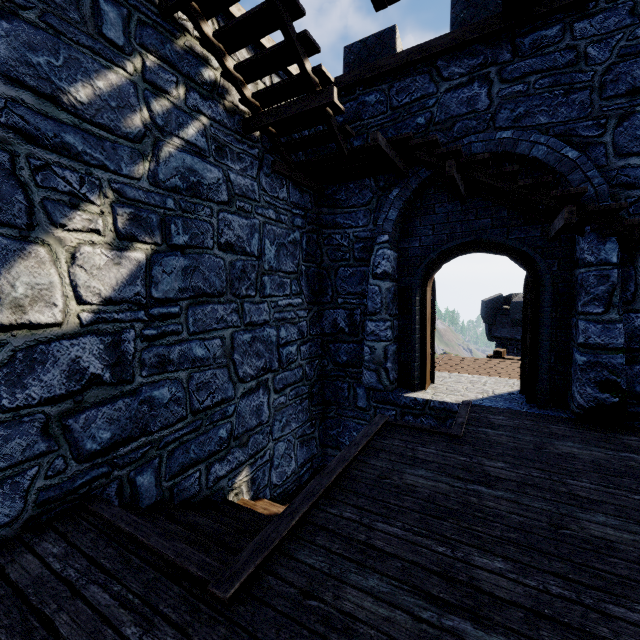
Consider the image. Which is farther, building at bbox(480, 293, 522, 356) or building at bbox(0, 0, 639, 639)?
building at bbox(480, 293, 522, 356)

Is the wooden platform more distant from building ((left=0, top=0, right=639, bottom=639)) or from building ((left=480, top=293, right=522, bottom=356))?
building ((left=480, top=293, right=522, bottom=356))

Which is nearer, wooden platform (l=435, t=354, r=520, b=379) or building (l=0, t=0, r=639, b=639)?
building (l=0, t=0, r=639, b=639)

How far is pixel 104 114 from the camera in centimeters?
315cm

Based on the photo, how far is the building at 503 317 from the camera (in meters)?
22.19

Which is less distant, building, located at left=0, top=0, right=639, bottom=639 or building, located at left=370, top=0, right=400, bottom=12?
building, located at left=0, top=0, right=639, bottom=639

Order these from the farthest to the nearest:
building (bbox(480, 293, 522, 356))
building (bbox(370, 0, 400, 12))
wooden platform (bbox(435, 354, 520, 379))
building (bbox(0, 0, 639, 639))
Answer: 1. building (bbox(480, 293, 522, 356))
2. wooden platform (bbox(435, 354, 520, 379))
3. building (bbox(370, 0, 400, 12))
4. building (bbox(0, 0, 639, 639))

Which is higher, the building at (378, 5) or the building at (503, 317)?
the building at (378, 5)
